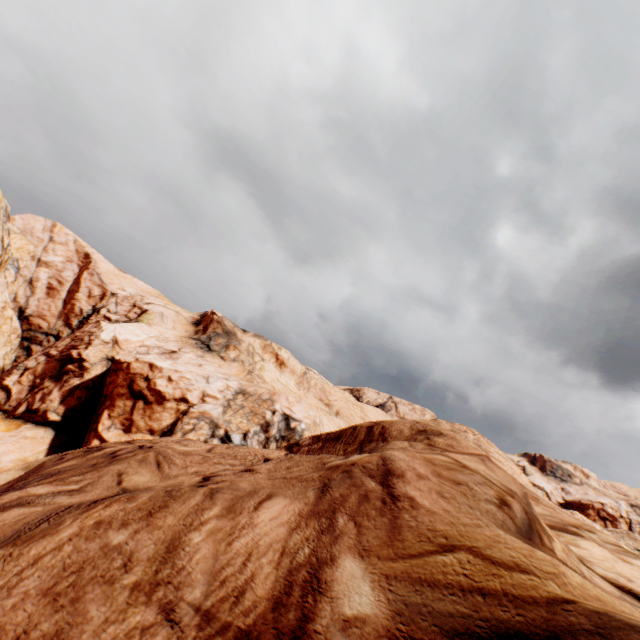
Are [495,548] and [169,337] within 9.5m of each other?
no
